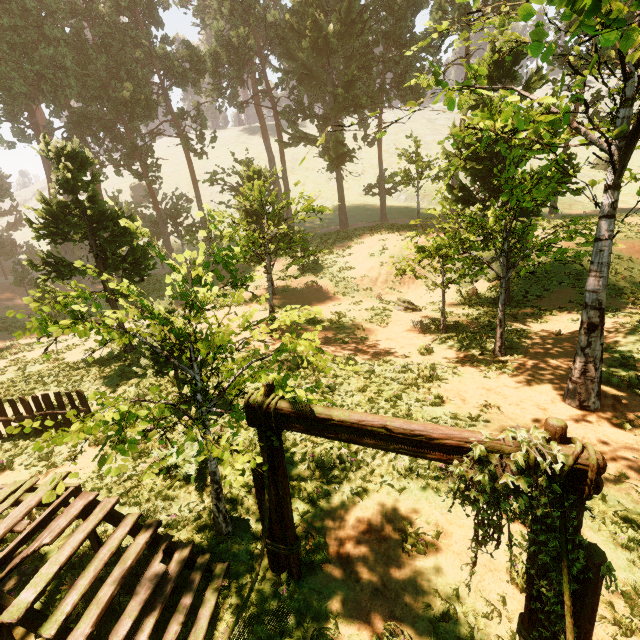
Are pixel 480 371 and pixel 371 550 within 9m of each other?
yes

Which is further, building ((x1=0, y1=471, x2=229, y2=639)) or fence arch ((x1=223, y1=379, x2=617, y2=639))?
building ((x1=0, y1=471, x2=229, y2=639))

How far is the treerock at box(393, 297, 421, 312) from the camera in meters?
19.0

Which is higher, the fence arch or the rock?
the fence arch

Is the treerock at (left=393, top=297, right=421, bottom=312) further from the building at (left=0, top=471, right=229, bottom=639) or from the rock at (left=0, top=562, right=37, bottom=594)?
the rock at (left=0, top=562, right=37, bottom=594)

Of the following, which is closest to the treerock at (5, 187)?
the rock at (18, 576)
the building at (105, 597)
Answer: the building at (105, 597)

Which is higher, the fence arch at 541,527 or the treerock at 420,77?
the treerock at 420,77
